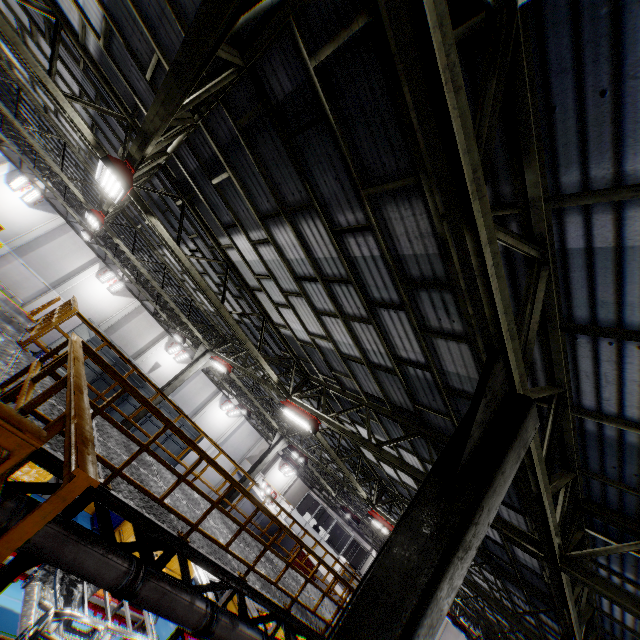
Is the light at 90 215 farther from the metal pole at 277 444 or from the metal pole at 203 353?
the metal pole at 277 444

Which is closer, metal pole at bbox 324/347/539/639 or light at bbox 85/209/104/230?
metal pole at bbox 324/347/539/639

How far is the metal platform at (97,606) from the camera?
9.36m

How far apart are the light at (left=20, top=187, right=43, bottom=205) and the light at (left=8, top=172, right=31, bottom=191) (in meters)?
0.15

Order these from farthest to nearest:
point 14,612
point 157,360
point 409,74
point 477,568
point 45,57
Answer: point 157,360
point 477,568
point 45,57
point 14,612
point 409,74

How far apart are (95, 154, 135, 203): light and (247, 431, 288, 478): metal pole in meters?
16.1 m

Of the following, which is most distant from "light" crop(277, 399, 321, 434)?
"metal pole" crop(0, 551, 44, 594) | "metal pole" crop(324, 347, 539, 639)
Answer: "metal pole" crop(324, 347, 539, 639)

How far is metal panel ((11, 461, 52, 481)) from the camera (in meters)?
10.34
